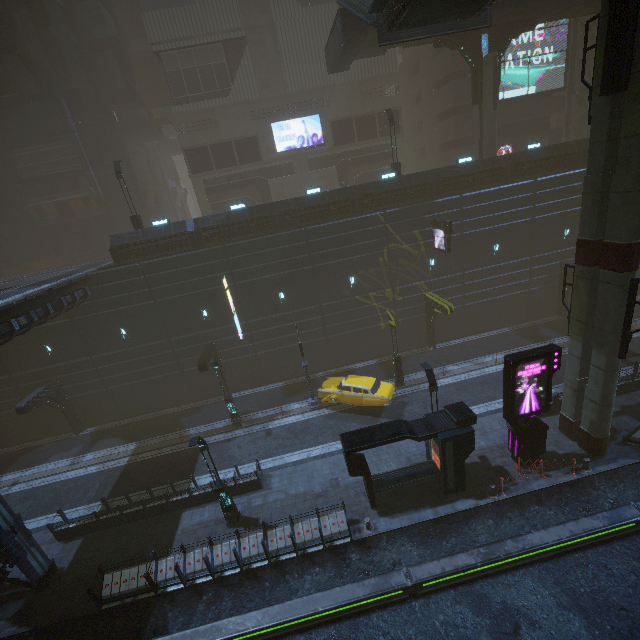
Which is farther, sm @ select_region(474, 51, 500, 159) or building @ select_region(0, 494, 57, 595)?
sm @ select_region(474, 51, 500, 159)

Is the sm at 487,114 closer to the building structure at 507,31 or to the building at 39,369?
the building structure at 507,31

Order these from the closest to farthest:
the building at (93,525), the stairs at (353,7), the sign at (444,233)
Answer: the stairs at (353,7)
the building at (93,525)
the sign at (444,233)

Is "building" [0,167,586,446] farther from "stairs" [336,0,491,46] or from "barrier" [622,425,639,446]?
"stairs" [336,0,491,46]

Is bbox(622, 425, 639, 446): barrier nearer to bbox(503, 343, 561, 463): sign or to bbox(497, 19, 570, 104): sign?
bbox(503, 343, 561, 463): sign

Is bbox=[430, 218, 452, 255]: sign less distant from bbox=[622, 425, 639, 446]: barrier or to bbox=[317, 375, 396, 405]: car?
bbox=[317, 375, 396, 405]: car

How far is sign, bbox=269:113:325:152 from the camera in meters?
33.9 m

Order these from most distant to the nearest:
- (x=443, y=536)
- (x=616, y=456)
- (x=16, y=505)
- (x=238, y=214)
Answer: (x=238, y=214) < (x=16, y=505) < (x=616, y=456) < (x=443, y=536)
